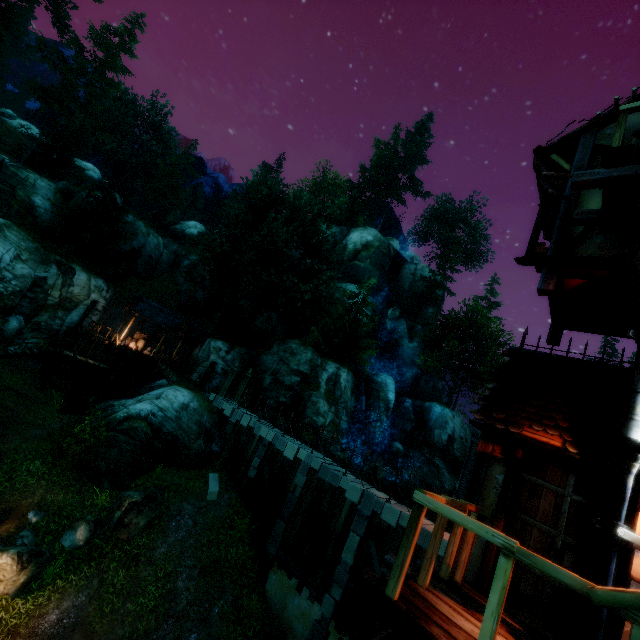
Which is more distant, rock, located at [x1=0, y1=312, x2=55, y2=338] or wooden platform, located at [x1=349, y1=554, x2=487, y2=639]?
rock, located at [x1=0, y1=312, x2=55, y2=338]

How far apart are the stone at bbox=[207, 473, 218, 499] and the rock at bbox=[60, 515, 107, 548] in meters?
4.4

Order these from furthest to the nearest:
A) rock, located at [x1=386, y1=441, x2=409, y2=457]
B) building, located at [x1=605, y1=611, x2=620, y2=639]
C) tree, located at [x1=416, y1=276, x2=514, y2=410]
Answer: tree, located at [x1=416, y1=276, x2=514, y2=410]
rock, located at [x1=386, y1=441, x2=409, y2=457]
building, located at [x1=605, y1=611, x2=620, y2=639]

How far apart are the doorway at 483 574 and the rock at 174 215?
62.03m

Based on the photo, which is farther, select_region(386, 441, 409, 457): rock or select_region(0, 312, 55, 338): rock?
select_region(386, 441, 409, 457): rock

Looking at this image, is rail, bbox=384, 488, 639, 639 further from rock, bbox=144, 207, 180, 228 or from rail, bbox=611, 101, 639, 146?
rock, bbox=144, 207, 180, 228

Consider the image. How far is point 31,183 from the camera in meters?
28.2 m

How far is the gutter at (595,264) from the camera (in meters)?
5.00
